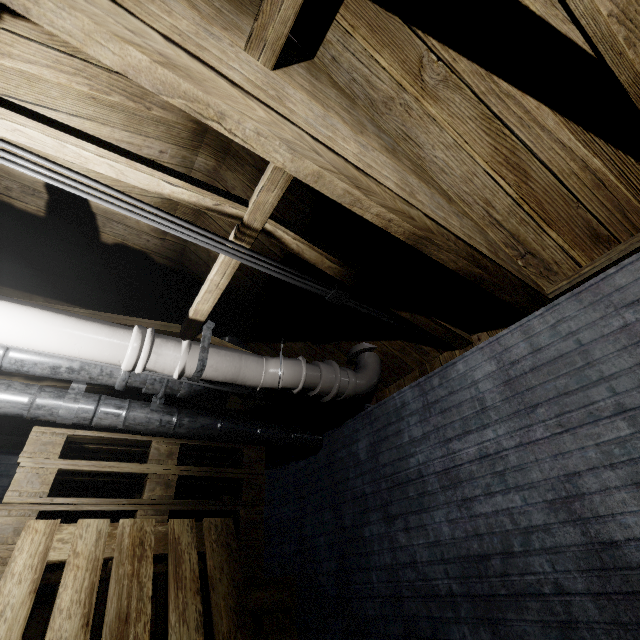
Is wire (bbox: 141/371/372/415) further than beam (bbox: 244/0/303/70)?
Yes

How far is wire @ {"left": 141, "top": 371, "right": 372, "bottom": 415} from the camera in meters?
2.0 m

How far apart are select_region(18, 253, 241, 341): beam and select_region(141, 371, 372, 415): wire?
0.1 meters

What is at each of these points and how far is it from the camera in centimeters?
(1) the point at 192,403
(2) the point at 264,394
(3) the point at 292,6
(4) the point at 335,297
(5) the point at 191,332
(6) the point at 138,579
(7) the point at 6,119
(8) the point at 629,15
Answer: (1) beam, 281cm
(2) wire, 217cm
(3) beam, 92cm
(4) wire, 176cm
(5) beam, 206cm
(6) pallet, 145cm
(7) beam, 100cm
(8) beam, 91cm

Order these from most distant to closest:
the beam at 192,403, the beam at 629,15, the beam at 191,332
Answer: the beam at 192,403 < the beam at 191,332 < the beam at 629,15

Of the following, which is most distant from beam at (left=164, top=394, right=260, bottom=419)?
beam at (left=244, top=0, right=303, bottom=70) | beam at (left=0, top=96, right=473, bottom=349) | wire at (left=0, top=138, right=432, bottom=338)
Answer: beam at (left=244, top=0, right=303, bottom=70)

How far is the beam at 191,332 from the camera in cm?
168

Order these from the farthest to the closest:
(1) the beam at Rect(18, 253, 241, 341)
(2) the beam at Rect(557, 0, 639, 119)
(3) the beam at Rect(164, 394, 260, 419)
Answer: (3) the beam at Rect(164, 394, 260, 419) → (1) the beam at Rect(18, 253, 241, 341) → (2) the beam at Rect(557, 0, 639, 119)
